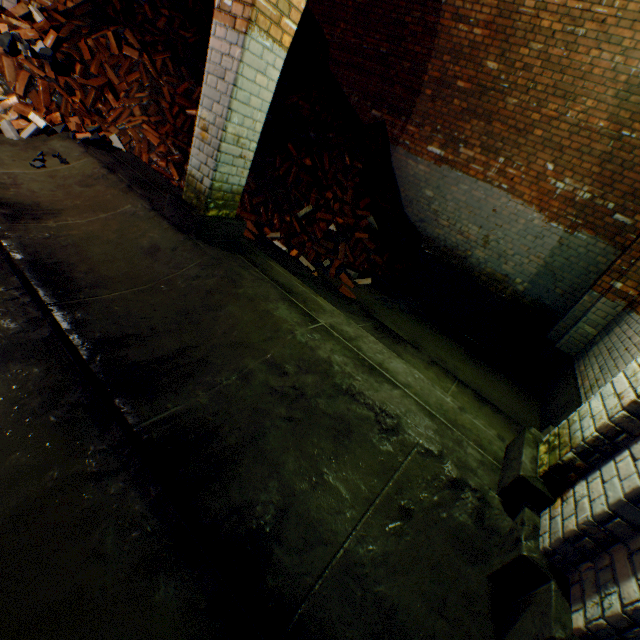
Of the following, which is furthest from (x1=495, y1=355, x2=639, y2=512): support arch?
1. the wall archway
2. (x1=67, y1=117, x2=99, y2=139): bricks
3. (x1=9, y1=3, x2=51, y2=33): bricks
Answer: (x1=9, y1=3, x2=51, y2=33): bricks

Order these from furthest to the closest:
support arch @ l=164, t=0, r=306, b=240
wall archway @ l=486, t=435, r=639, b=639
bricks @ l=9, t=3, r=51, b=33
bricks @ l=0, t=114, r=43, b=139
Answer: bricks @ l=9, t=3, r=51, b=33 → bricks @ l=0, t=114, r=43, b=139 → support arch @ l=164, t=0, r=306, b=240 → wall archway @ l=486, t=435, r=639, b=639

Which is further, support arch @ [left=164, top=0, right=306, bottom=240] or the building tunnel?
support arch @ [left=164, top=0, right=306, bottom=240]

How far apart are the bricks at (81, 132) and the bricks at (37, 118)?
0.1 meters

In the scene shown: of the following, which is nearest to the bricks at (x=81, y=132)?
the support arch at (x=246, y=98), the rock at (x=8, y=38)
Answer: the rock at (x=8, y=38)

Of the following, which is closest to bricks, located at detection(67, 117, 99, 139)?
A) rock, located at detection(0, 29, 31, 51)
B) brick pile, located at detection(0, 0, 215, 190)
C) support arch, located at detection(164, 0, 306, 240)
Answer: brick pile, located at detection(0, 0, 215, 190)

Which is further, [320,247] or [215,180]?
[320,247]

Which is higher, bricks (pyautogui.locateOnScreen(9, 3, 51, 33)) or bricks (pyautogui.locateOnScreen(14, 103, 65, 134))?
bricks (pyautogui.locateOnScreen(9, 3, 51, 33))
